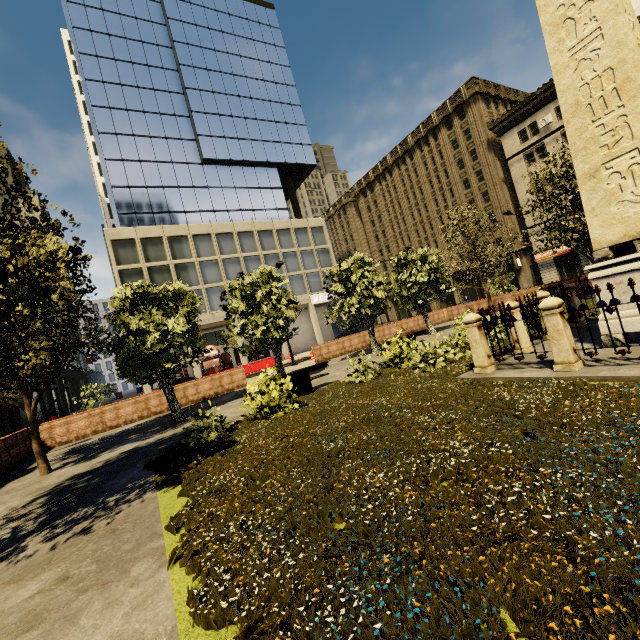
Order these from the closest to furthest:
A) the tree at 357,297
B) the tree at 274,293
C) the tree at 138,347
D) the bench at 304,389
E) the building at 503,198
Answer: the tree at 138,347, the tree at 357,297, the bench at 304,389, the tree at 274,293, the building at 503,198

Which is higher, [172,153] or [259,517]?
[172,153]

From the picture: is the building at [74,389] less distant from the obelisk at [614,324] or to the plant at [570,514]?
the plant at [570,514]

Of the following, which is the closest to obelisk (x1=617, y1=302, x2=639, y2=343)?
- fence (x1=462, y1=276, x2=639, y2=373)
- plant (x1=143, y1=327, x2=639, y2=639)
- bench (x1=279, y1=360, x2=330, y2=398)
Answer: fence (x1=462, y1=276, x2=639, y2=373)

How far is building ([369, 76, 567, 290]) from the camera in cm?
3762

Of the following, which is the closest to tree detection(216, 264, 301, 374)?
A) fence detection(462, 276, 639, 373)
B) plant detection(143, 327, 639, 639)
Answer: → plant detection(143, 327, 639, 639)

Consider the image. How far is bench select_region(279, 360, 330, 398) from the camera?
11.00m

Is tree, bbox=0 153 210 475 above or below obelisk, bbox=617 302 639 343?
above
